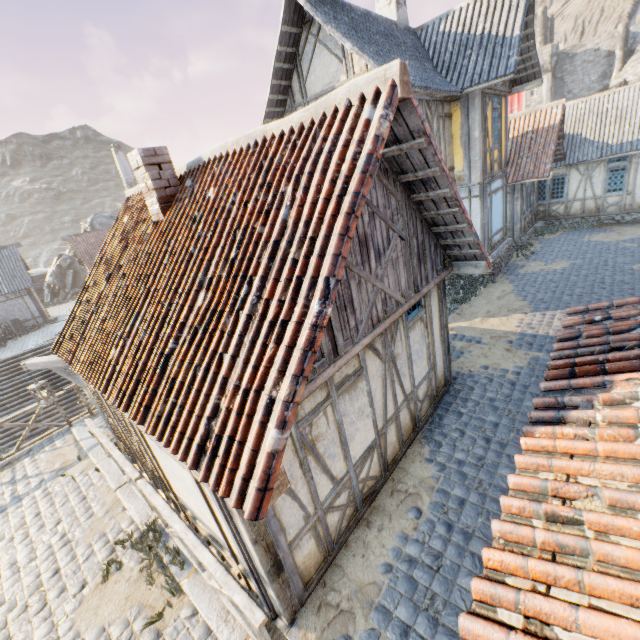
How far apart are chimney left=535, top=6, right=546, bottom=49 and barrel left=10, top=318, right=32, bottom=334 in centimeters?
6518cm

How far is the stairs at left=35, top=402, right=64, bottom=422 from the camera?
16.77m

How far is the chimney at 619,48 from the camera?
36.6m

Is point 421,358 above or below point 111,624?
above

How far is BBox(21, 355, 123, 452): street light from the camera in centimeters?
713cm

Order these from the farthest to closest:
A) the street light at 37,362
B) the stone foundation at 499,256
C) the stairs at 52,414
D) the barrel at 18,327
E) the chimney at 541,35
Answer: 1. the chimney at 541,35
2. the barrel at 18,327
3. the stairs at 52,414
4. the stone foundation at 499,256
5. the street light at 37,362

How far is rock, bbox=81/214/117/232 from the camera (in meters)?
33.44

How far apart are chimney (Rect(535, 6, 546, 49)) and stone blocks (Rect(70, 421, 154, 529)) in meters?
63.0 m
